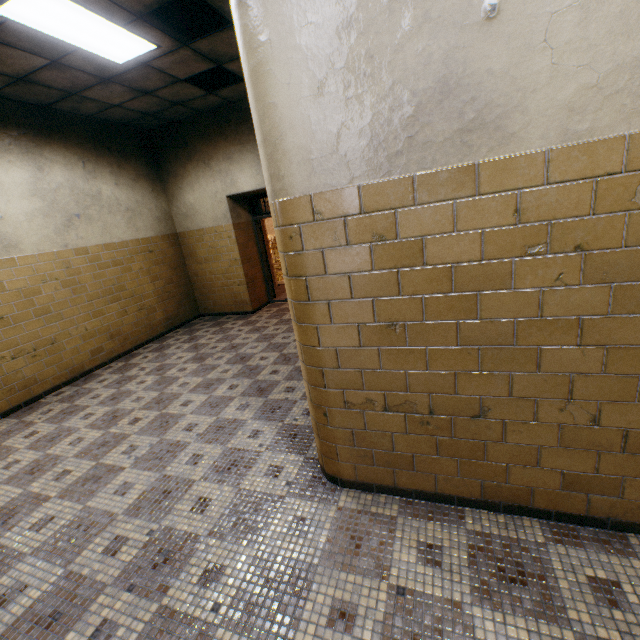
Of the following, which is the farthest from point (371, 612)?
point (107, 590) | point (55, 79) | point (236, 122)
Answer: point (236, 122)
